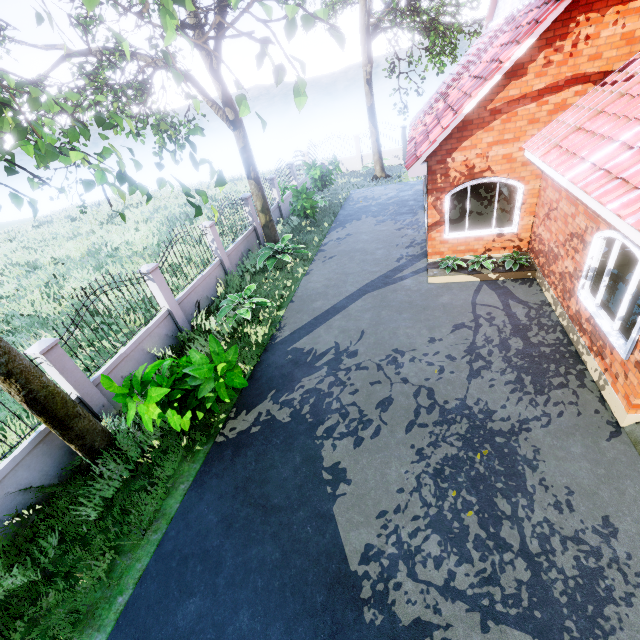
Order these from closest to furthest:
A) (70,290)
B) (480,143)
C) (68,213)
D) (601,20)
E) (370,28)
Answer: (601,20), (480,143), (70,290), (370,28), (68,213)

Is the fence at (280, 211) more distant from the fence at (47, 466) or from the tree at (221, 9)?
the tree at (221, 9)

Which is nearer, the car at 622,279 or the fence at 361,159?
the car at 622,279

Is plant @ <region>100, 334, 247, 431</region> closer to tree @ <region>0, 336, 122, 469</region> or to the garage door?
tree @ <region>0, 336, 122, 469</region>

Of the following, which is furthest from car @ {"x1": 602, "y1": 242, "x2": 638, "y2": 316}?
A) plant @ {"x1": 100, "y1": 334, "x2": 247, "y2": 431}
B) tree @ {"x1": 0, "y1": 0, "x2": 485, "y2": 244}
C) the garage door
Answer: plant @ {"x1": 100, "y1": 334, "x2": 247, "y2": 431}

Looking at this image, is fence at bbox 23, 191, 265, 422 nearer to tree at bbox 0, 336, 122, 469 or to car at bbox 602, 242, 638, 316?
tree at bbox 0, 336, 122, 469

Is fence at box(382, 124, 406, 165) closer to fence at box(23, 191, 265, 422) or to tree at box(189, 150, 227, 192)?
fence at box(23, 191, 265, 422)

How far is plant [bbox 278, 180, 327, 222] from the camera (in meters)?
14.62
